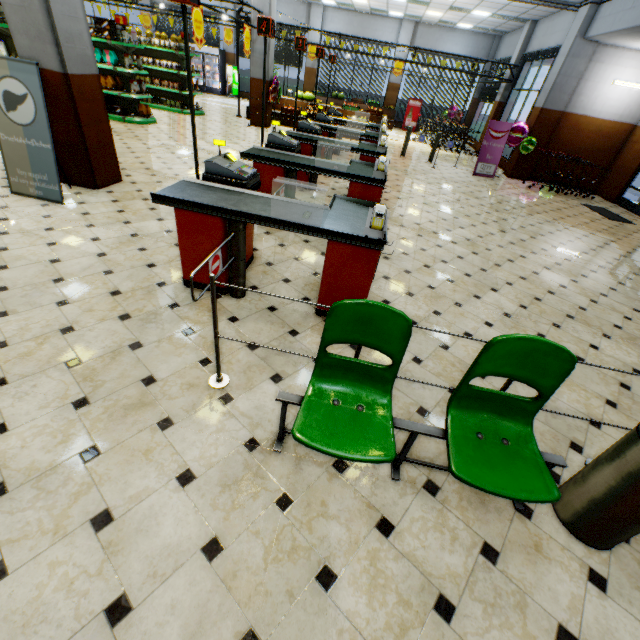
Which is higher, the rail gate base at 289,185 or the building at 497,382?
the rail gate base at 289,185

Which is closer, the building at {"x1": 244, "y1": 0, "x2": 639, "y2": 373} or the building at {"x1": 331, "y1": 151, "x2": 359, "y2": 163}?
the building at {"x1": 244, "y1": 0, "x2": 639, "y2": 373}

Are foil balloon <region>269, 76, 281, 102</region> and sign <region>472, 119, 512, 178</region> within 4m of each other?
no

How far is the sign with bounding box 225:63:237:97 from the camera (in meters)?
19.42

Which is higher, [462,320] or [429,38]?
[429,38]

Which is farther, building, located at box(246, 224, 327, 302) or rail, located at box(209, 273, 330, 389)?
building, located at box(246, 224, 327, 302)

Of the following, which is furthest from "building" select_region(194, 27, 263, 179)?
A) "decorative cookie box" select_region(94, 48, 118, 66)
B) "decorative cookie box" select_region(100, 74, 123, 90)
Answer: "decorative cookie box" select_region(94, 48, 118, 66)

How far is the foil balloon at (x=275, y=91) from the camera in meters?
11.8
